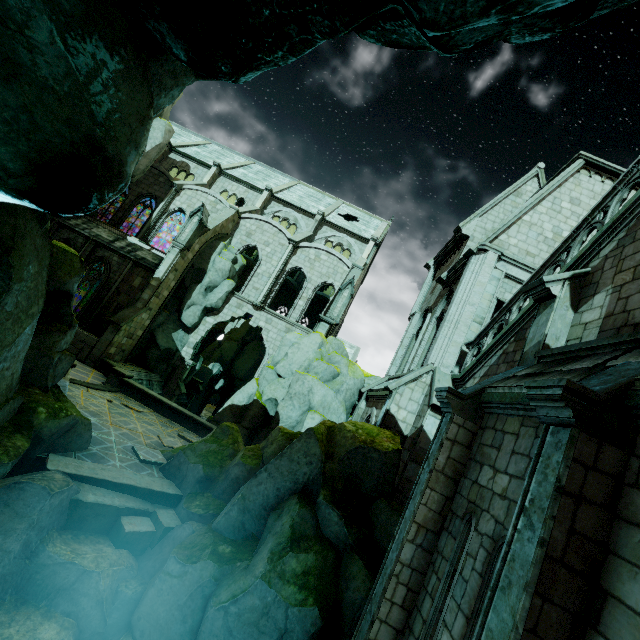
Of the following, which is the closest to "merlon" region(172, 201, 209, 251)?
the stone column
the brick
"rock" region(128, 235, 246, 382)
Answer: "rock" region(128, 235, 246, 382)

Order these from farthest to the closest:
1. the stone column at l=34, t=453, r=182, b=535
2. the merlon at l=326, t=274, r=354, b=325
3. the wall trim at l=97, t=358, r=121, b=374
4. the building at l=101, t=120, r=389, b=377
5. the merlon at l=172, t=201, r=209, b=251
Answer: the building at l=101, t=120, r=389, b=377
the merlon at l=172, t=201, r=209, b=251
the merlon at l=326, t=274, r=354, b=325
the wall trim at l=97, t=358, r=121, b=374
the stone column at l=34, t=453, r=182, b=535

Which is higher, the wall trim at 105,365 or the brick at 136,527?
the wall trim at 105,365

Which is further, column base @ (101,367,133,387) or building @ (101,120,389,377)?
building @ (101,120,389,377)

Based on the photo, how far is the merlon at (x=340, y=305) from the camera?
21.6 meters

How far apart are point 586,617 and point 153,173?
35.5 meters

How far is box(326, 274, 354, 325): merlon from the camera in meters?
21.6

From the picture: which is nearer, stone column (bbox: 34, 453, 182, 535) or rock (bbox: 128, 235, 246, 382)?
stone column (bbox: 34, 453, 182, 535)
